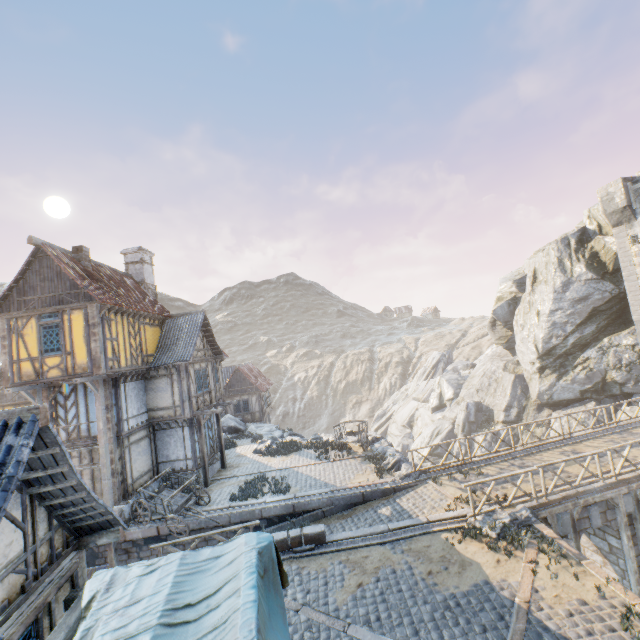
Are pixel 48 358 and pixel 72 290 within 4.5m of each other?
yes

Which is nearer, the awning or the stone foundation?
the awning

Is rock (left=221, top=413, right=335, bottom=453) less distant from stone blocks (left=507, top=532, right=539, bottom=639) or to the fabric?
stone blocks (left=507, top=532, right=539, bottom=639)

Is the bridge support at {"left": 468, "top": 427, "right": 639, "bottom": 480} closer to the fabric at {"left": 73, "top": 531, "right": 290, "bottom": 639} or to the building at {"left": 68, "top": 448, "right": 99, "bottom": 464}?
the fabric at {"left": 73, "top": 531, "right": 290, "bottom": 639}

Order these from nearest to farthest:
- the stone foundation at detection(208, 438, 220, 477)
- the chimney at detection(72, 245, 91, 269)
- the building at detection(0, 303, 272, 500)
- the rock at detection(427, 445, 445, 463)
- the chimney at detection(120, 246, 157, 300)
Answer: the building at detection(0, 303, 272, 500) < the chimney at detection(72, 245, 91, 269) < the stone foundation at detection(208, 438, 220, 477) < the chimney at detection(120, 246, 157, 300) < the rock at detection(427, 445, 445, 463)

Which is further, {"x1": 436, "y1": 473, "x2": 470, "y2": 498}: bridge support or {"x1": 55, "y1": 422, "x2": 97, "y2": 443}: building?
{"x1": 55, "y1": 422, "x2": 97, "y2": 443}: building

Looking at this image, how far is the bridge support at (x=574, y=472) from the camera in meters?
12.9 m

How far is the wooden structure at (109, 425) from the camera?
13.93m
